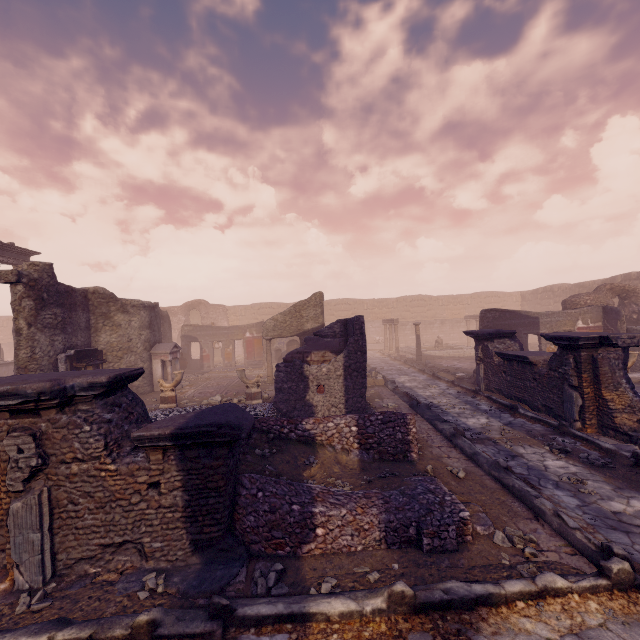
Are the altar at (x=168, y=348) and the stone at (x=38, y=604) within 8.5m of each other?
no

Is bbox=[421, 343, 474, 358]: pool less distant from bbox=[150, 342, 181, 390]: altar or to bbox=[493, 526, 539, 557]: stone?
bbox=[150, 342, 181, 390]: altar

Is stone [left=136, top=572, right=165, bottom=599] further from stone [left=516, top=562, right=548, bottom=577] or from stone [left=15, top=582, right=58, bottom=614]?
stone [left=516, top=562, right=548, bottom=577]

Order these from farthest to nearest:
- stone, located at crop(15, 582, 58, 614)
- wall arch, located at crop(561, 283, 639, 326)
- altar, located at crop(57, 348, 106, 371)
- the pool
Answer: the pool < wall arch, located at crop(561, 283, 639, 326) < altar, located at crop(57, 348, 106, 371) < stone, located at crop(15, 582, 58, 614)

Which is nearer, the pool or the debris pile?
the debris pile

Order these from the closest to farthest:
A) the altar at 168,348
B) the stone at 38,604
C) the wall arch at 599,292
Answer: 1. the stone at 38,604
2. the altar at 168,348
3. the wall arch at 599,292

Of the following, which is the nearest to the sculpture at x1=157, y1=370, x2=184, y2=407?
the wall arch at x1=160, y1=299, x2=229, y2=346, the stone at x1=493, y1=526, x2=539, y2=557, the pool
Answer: the stone at x1=493, y1=526, x2=539, y2=557

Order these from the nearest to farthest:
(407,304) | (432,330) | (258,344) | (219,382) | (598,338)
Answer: (598,338)
(219,382)
(258,344)
(432,330)
(407,304)
